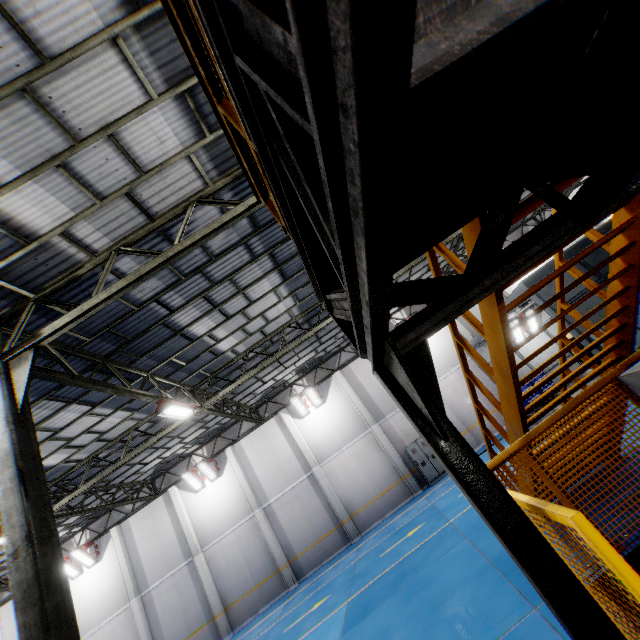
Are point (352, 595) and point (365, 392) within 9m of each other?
no

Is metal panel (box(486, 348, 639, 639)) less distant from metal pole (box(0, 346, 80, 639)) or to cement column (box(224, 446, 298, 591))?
metal pole (box(0, 346, 80, 639))

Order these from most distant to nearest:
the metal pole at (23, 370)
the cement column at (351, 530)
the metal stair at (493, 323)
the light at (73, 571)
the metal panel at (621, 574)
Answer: the light at (73, 571), the cement column at (351, 530), the metal pole at (23, 370), the metal stair at (493, 323), the metal panel at (621, 574)

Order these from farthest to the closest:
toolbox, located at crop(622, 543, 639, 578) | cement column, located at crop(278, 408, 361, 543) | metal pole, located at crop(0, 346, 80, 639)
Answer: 1. cement column, located at crop(278, 408, 361, 543)
2. metal pole, located at crop(0, 346, 80, 639)
3. toolbox, located at crop(622, 543, 639, 578)

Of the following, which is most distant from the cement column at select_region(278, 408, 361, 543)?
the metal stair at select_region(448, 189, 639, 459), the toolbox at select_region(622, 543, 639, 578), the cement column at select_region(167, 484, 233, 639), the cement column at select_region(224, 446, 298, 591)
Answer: the toolbox at select_region(622, 543, 639, 578)

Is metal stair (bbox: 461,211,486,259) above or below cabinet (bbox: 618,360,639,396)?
above

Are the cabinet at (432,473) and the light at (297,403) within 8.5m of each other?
yes

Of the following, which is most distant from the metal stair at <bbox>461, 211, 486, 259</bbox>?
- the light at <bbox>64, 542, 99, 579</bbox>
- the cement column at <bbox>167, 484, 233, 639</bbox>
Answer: the light at <bbox>64, 542, 99, 579</bbox>
